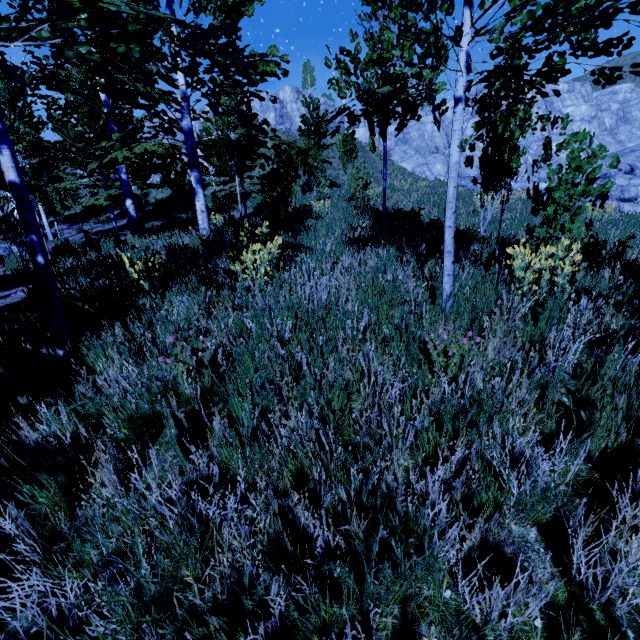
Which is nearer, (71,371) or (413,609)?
→ (413,609)

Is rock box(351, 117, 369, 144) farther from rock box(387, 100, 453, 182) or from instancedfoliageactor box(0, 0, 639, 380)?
instancedfoliageactor box(0, 0, 639, 380)

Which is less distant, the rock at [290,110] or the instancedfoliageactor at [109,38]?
the instancedfoliageactor at [109,38]

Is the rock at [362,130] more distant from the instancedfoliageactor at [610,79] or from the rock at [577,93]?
the instancedfoliageactor at [610,79]

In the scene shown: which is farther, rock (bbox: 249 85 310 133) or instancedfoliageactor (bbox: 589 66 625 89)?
rock (bbox: 249 85 310 133)

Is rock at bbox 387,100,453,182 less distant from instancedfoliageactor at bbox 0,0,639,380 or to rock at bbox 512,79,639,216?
rock at bbox 512,79,639,216

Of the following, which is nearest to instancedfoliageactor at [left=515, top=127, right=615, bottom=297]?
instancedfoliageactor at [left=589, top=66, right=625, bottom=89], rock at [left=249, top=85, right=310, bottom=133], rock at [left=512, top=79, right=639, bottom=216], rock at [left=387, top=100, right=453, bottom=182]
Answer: instancedfoliageactor at [left=589, top=66, right=625, bottom=89]
